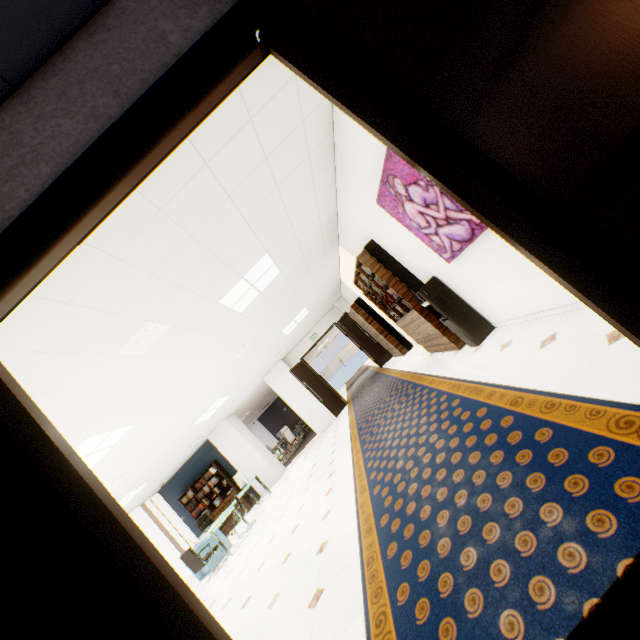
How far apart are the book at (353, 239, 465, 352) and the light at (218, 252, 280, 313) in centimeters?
128cm

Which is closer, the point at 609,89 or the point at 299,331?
the point at 609,89

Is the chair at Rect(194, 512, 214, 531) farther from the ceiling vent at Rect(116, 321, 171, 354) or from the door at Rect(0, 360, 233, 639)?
the door at Rect(0, 360, 233, 639)

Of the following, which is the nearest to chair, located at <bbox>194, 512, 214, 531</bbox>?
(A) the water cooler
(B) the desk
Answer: (B) the desk

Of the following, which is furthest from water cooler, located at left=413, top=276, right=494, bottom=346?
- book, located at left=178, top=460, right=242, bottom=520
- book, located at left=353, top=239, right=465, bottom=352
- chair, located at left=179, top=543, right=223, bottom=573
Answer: book, located at left=178, top=460, right=242, bottom=520

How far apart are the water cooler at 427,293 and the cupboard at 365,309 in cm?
479

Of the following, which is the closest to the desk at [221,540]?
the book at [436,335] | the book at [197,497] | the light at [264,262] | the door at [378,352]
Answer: the book at [197,497]

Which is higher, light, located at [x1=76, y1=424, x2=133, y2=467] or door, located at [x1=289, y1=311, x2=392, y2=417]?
light, located at [x1=76, y1=424, x2=133, y2=467]
